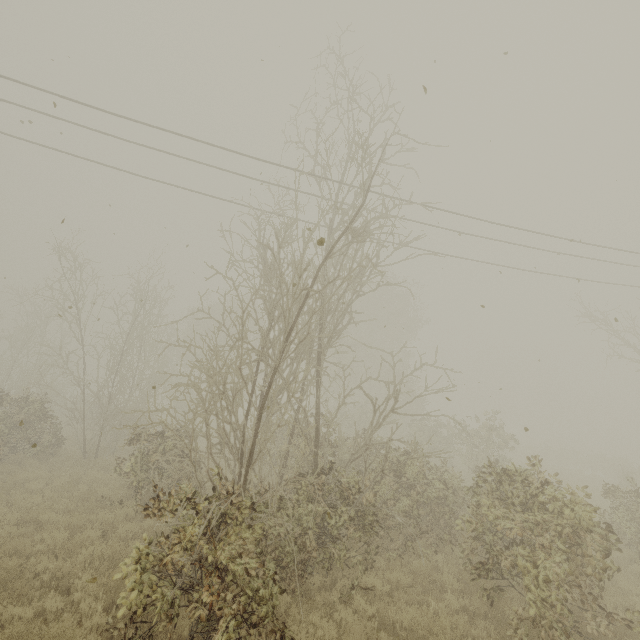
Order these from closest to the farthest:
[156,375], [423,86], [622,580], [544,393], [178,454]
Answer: [423,86], [622,580], [178,454], [156,375], [544,393]
